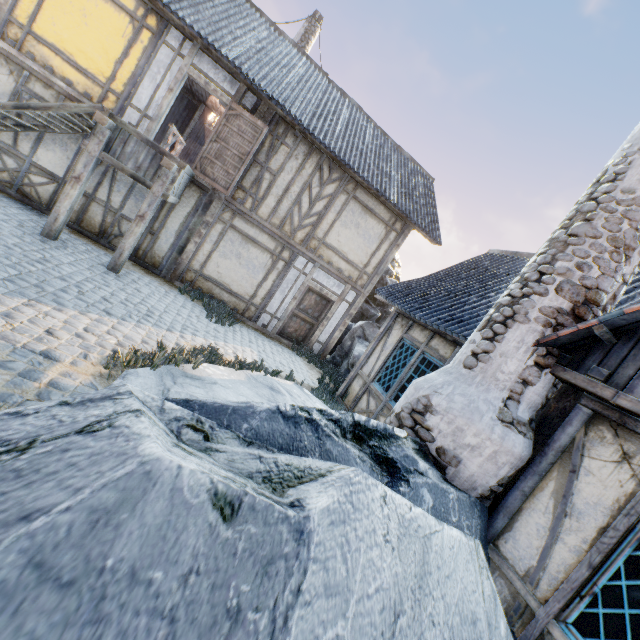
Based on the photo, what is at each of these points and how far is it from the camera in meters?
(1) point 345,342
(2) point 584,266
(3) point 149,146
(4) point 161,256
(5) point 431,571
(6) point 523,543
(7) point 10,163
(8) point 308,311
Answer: (1) rock, 12.9 m
(2) chimney, 3.7 m
(3) wooden structure, 7.1 m
(4) building, 9.4 m
(5) rock, 2.0 m
(6) building, 3.3 m
(7) building, 8.0 m
(8) door, 11.2 m

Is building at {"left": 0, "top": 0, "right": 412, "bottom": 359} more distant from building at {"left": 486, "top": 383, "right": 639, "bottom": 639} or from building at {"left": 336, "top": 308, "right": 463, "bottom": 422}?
building at {"left": 486, "top": 383, "right": 639, "bottom": 639}

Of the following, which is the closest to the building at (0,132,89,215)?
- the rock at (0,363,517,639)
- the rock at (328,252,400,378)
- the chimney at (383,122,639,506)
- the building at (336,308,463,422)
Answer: the rock at (328,252,400,378)

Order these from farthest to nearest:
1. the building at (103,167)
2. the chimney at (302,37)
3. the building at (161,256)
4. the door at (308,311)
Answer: the chimney at (302,37) → the door at (308,311) → the building at (103,167) → the building at (161,256)

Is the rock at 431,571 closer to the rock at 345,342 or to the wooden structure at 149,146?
the rock at 345,342

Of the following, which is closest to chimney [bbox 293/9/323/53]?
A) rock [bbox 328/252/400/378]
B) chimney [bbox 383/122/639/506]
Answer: rock [bbox 328/252/400/378]

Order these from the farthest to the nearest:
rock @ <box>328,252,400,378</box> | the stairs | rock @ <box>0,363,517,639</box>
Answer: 1. rock @ <box>328,252,400,378</box>
2. the stairs
3. rock @ <box>0,363,517,639</box>

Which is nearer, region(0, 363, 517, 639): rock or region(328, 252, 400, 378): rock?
region(0, 363, 517, 639): rock
